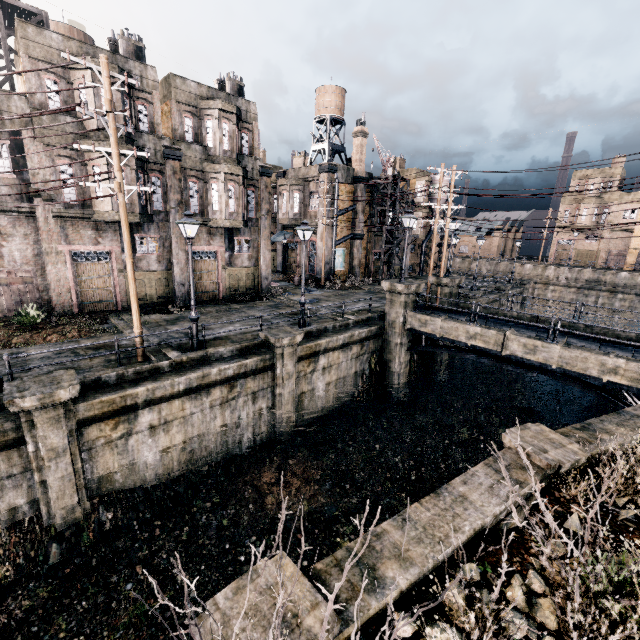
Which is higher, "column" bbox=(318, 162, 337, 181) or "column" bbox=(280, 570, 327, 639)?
"column" bbox=(318, 162, 337, 181)

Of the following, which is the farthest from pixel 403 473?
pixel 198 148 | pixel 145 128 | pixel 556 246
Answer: pixel 556 246

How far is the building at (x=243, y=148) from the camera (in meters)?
17.33

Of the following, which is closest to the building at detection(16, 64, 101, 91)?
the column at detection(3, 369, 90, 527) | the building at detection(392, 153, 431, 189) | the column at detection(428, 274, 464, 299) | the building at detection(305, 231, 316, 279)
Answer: the column at detection(3, 369, 90, 527)

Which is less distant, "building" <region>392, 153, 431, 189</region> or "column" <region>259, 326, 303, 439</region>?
"column" <region>259, 326, 303, 439</region>

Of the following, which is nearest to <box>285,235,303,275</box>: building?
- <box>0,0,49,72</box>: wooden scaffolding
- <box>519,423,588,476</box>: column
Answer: <box>0,0,49,72</box>: wooden scaffolding

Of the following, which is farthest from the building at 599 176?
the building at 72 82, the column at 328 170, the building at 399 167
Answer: the building at 72 82

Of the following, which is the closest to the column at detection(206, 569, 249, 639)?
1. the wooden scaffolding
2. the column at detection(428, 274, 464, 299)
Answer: the column at detection(428, 274, 464, 299)
